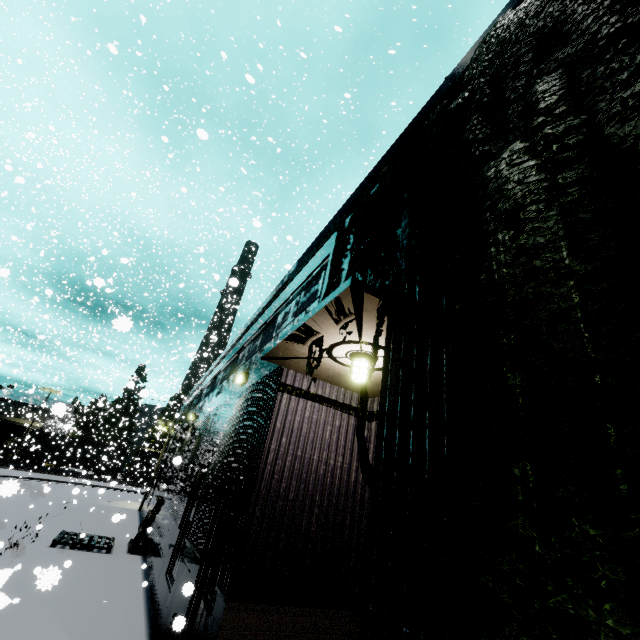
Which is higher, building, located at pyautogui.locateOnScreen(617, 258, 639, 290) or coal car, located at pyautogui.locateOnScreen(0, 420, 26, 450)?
building, located at pyautogui.locateOnScreen(617, 258, 639, 290)

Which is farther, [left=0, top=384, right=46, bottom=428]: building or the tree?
[left=0, top=384, right=46, bottom=428]: building

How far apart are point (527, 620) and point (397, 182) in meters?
4.3

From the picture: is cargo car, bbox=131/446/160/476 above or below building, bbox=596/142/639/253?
below

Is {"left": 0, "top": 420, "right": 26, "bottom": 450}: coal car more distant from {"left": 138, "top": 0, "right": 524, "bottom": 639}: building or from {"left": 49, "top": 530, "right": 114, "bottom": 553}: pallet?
{"left": 49, "top": 530, "right": 114, "bottom": 553}: pallet

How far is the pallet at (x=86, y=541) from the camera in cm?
1132

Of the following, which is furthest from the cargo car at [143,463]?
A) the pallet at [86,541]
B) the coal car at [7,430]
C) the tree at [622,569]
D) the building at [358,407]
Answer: the tree at [622,569]
